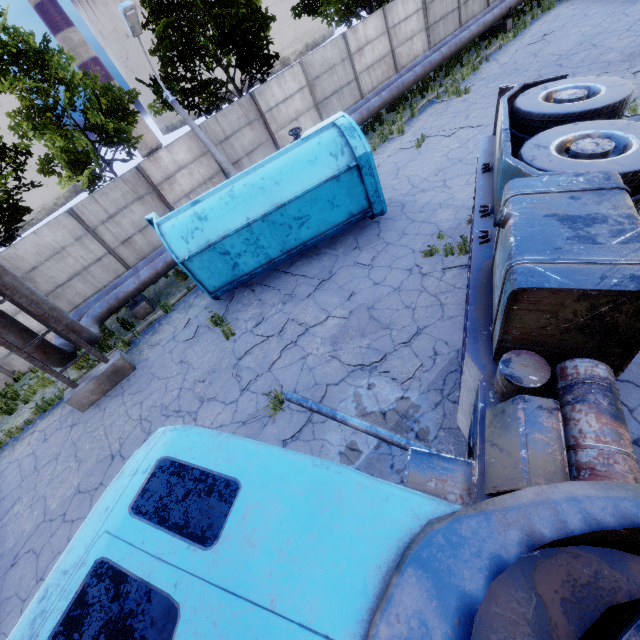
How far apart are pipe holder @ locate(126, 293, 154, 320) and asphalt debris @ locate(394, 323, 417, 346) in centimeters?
923cm

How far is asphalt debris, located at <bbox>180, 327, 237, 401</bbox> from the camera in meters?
7.2 m

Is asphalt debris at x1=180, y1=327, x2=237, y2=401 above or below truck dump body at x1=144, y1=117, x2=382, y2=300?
below

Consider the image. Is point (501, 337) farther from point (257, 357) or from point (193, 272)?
point (193, 272)

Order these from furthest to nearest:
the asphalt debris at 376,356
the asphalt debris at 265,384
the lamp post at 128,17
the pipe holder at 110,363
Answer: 1. the lamp post at 128,17
2. the pipe holder at 110,363
3. the asphalt debris at 265,384
4. the asphalt debris at 376,356

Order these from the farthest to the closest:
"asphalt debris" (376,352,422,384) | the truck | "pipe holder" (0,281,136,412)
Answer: "pipe holder" (0,281,136,412)
"asphalt debris" (376,352,422,384)
the truck

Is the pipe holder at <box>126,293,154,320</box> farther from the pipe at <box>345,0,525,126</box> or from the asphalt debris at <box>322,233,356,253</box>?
the asphalt debris at <box>322,233,356,253</box>

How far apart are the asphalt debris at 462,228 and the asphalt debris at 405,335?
1.47m
